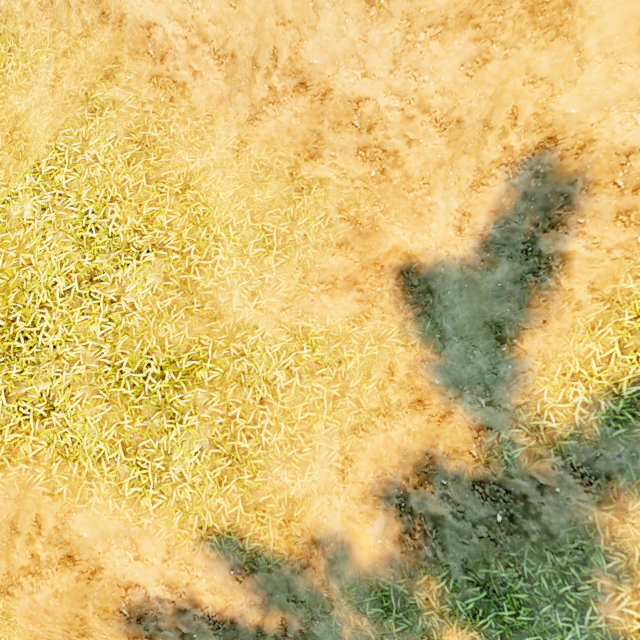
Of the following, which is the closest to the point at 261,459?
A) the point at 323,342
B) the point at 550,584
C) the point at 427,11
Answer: the point at 323,342
